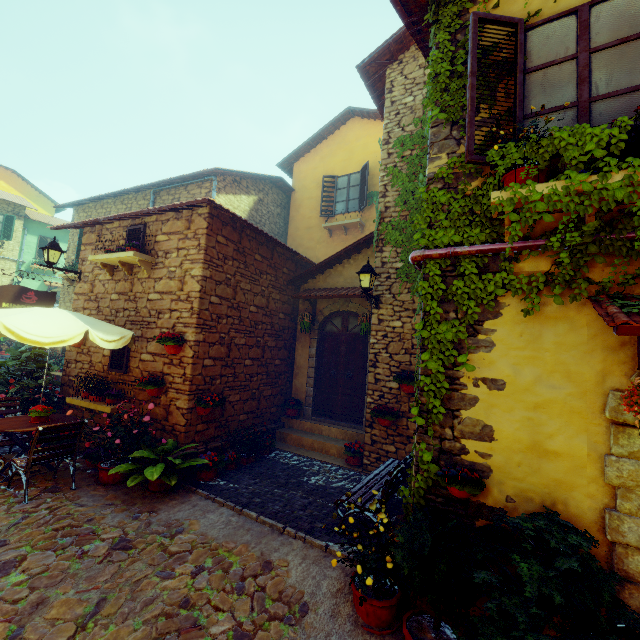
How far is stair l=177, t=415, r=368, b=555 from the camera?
4.48m

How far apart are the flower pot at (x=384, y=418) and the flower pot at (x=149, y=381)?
4.05m

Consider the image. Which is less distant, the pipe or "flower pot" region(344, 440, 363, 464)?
the pipe

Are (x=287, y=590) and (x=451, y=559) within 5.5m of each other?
yes

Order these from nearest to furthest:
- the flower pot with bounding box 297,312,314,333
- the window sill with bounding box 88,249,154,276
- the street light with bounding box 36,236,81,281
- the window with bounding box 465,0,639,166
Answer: the window with bounding box 465,0,639,166
the window sill with bounding box 88,249,154,276
the street light with bounding box 36,236,81,281
the flower pot with bounding box 297,312,314,333

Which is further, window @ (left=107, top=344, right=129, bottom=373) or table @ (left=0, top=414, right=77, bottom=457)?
window @ (left=107, top=344, right=129, bottom=373)

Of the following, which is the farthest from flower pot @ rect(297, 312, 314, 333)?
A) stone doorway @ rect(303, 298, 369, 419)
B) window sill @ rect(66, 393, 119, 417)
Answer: window sill @ rect(66, 393, 119, 417)

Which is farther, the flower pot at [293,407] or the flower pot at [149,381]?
the flower pot at [293,407]
